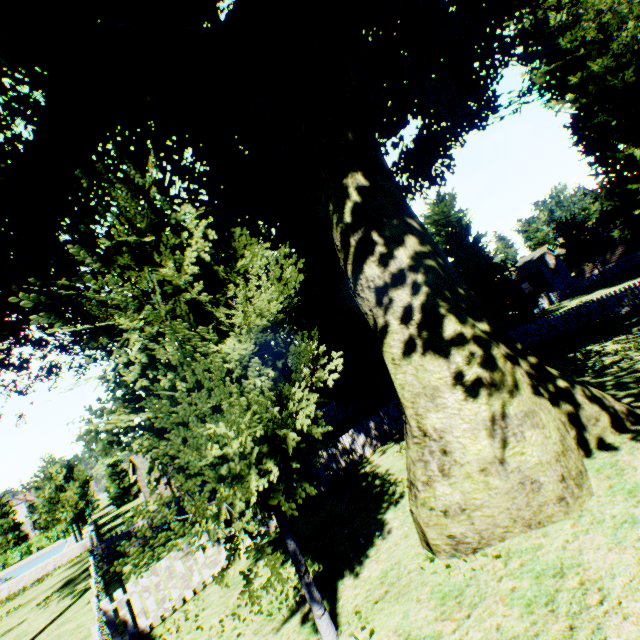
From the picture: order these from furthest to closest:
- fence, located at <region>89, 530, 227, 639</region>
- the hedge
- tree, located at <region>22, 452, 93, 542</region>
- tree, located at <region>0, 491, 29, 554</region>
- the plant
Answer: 1. tree, located at <region>0, 491, 29, 554</region>
2. the hedge
3. tree, located at <region>22, 452, 93, 542</region>
4. fence, located at <region>89, 530, 227, 639</region>
5. the plant

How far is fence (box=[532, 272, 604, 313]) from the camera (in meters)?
31.97

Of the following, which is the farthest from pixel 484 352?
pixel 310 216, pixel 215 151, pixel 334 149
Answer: pixel 310 216

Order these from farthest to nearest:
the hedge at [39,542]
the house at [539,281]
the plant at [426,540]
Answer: the hedge at [39,542]
the house at [539,281]
the plant at [426,540]

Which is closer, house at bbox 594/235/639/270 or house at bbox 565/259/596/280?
house at bbox 594/235/639/270

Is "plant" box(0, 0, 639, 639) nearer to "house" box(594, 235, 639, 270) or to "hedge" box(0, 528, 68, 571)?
"house" box(594, 235, 639, 270)

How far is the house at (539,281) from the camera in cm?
4019

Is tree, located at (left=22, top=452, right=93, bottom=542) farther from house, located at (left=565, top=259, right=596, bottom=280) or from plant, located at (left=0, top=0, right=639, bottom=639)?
house, located at (left=565, top=259, right=596, bottom=280)
